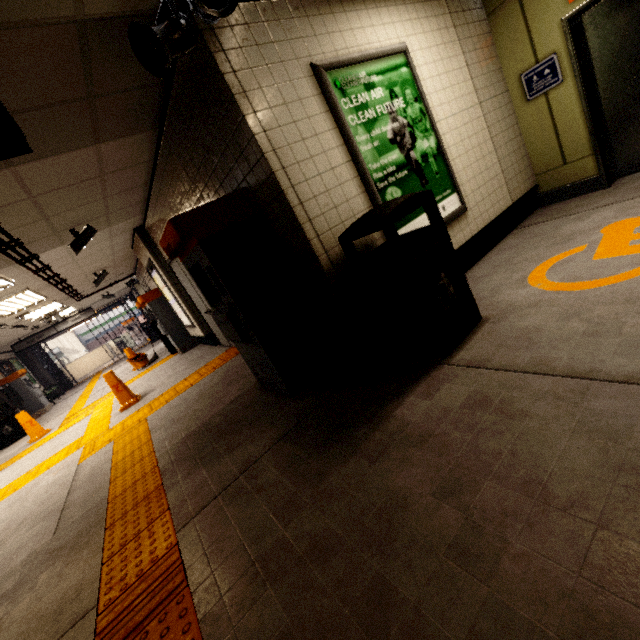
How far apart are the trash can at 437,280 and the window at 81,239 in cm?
453

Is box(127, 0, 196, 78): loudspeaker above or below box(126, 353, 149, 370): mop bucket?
above

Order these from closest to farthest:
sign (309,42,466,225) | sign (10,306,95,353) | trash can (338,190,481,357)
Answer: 1. trash can (338,190,481,357)
2. sign (309,42,466,225)
3. sign (10,306,95,353)

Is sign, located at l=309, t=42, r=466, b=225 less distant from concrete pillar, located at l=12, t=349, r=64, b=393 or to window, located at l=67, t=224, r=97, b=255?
window, located at l=67, t=224, r=97, b=255

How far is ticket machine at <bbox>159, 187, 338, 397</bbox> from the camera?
2.7m

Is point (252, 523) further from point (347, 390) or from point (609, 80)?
point (609, 80)

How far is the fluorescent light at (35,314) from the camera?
8.9 meters

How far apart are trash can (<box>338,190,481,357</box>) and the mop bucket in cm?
947
